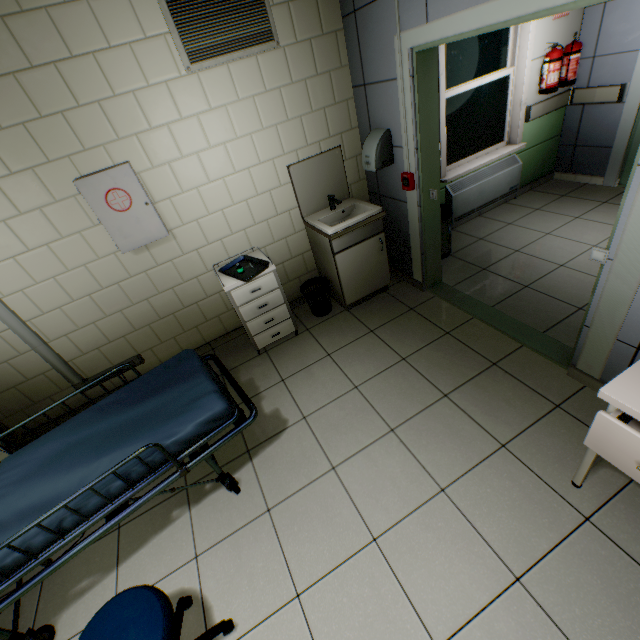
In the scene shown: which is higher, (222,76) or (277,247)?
(222,76)

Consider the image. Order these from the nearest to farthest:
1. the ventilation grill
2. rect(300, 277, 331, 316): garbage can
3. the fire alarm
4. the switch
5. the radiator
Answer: the switch → the ventilation grill → the fire alarm → rect(300, 277, 331, 316): garbage can → the radiator

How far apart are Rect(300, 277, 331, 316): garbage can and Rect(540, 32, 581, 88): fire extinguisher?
3.52m

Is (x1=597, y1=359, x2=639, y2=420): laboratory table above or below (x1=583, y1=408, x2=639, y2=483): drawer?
above

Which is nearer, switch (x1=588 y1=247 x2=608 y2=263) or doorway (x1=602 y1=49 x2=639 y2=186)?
switch (x1=588 y1=247 x2=608 y2=263)

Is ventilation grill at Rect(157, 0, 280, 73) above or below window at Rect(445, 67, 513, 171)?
above

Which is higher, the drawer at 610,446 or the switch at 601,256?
the switch at 601,256

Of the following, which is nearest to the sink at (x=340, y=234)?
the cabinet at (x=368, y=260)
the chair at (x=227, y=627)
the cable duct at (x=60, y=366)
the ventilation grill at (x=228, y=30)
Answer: the cabinet at (x=368, y=260)
